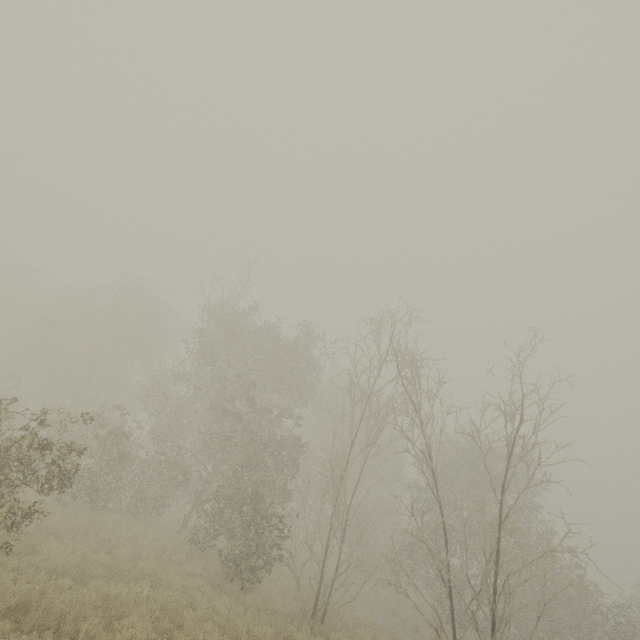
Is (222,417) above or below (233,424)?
below
